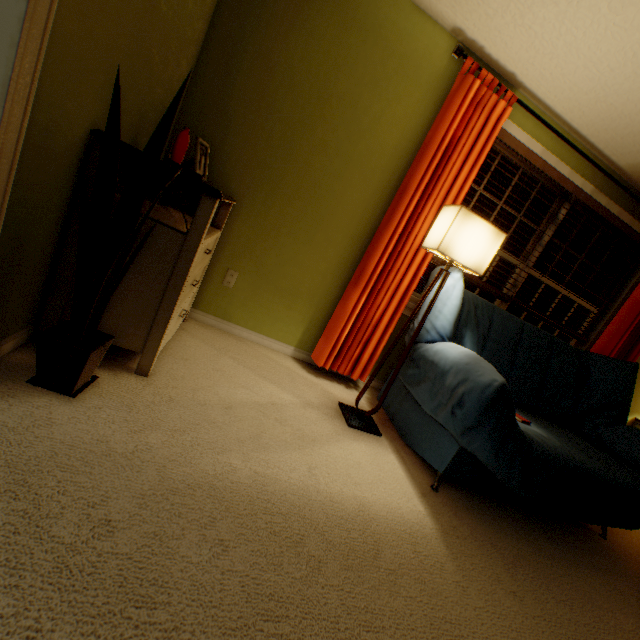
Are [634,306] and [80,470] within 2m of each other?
no

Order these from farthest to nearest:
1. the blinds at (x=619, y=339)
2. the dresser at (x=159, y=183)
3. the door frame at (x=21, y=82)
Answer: the blinds at (x=619, y=339) < the dresser at (x=159, y=183) < the door frame at (x=21, y=82)

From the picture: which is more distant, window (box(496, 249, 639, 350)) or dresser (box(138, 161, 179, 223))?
window (box(496, 249, 639, 350))

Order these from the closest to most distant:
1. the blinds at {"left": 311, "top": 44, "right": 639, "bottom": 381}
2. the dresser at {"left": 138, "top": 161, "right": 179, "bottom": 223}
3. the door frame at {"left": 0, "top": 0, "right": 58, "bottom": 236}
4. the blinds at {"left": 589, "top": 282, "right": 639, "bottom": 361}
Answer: the door frame at {"left": 0, "top": 0, "right": 58, "bottom": 236} < the dresser at {"left": 138, "top": 161, "right": 179, "bottom": 223} < the blinds at {"left": 311, "top": 44, "right": 639, "bottom": 381} < the blinds at {"left": 589, "top": 282, "right": 639, "bottom": 361}

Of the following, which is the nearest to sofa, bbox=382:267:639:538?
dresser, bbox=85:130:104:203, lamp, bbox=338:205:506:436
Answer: lamp, bbox=338:205:506:436

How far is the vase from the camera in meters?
1.6

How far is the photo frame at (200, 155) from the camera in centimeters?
175cm
